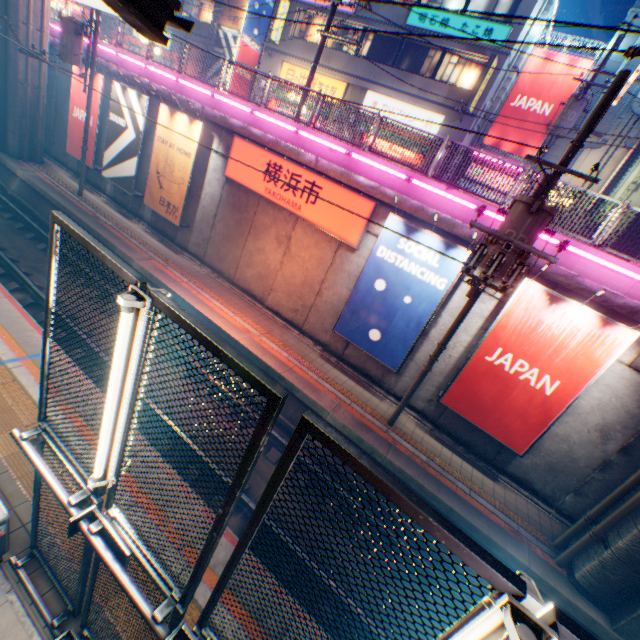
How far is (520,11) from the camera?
16.2m

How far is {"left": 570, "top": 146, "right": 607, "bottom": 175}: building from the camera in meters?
17.1

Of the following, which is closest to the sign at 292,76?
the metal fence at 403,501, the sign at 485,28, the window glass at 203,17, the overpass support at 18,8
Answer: the sign at 485,28

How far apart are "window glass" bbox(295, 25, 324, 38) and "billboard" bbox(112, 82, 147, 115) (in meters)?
14.09

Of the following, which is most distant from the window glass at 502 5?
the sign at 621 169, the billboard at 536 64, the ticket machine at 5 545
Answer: the ticket machine at 5 545

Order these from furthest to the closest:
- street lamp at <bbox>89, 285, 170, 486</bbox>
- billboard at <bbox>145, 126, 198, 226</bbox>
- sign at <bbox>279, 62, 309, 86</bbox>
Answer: sign at <bbox>279, 62, 309, 86</bbox>
billboard at <bbox>145, 126, 198, 226</bbox>
street lamp at <bbox>89, 285, 170, 486</bbox>

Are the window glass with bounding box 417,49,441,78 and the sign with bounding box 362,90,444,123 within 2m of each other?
yes

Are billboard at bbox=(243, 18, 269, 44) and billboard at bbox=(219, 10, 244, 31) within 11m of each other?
yes
